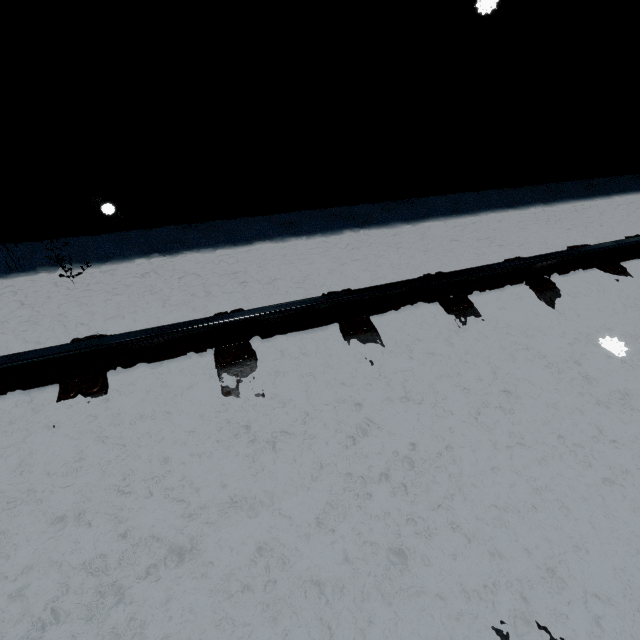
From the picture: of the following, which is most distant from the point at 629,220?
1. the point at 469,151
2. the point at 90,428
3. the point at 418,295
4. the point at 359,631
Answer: the point at 90,428
